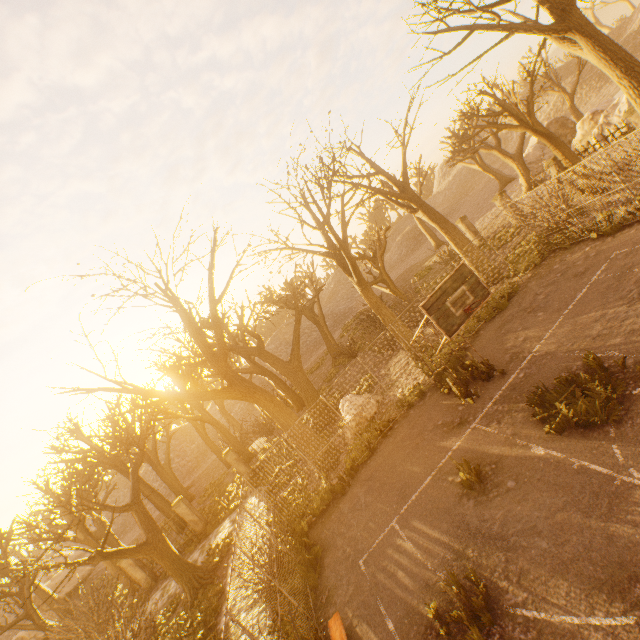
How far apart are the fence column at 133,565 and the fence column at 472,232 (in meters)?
31.32

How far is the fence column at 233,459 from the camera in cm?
2016

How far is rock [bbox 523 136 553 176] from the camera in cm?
2939

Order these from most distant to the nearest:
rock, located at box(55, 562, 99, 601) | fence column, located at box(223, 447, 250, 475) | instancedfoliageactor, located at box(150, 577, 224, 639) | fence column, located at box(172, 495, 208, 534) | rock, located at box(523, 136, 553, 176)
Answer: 1. rock, located at box(55, 562, 99, 601)
2. rock, located at box(523, 136, 553, 176)
3. fence column, located at box(223, 447, 250, 475)
4. fence column, located at box(172, 495, 208, 534)
5. instancedfoliageactor, located at box(150, 577, 224, 639)

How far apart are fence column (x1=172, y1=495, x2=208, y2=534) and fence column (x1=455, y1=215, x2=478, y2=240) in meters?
27.3 m

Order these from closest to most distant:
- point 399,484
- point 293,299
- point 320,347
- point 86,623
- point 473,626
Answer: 1. point 473,626
2. point 399,484
3. point 86,623
4. point 293,299
5. point 320,347

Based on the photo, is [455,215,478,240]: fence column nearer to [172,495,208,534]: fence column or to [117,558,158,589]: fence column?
[172,495,208,534]: fence column

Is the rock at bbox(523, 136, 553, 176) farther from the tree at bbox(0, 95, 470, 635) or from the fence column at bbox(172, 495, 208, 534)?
the fence column at bbox(172, 495, 208, 534)
